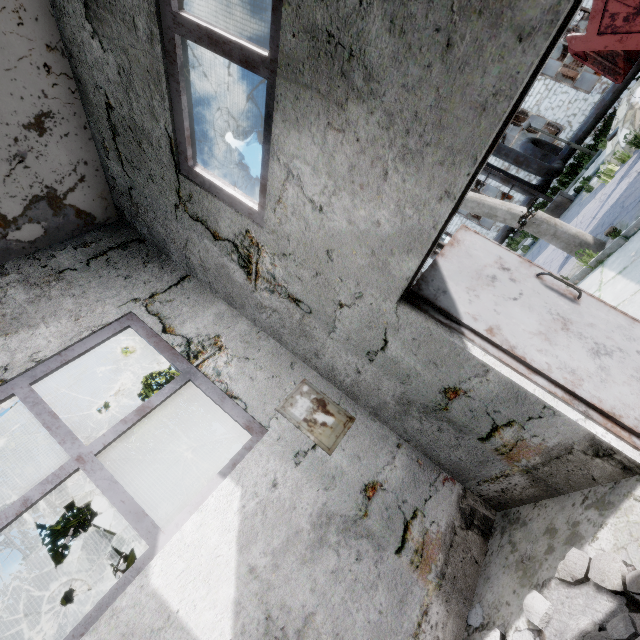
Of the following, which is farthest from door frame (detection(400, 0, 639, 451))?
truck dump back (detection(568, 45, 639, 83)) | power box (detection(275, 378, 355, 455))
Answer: truck dump back (detection(568, 45, 639, 83))

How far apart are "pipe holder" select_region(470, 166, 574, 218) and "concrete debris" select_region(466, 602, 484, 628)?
14.36m

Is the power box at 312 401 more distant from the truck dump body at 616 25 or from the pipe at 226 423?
the truck dump body at 616 25

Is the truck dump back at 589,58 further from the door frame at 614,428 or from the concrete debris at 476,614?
the concrete debris at 476,614

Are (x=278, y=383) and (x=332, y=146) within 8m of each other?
yes

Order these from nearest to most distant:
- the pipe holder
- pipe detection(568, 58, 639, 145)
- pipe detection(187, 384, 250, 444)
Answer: pipe detection(187, 384, 250, 444), the pipe holder, pipe detection(568, 58, 639, 145)

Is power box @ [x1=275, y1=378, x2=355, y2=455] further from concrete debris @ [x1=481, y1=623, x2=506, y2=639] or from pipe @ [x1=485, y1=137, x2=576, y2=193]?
concrete debris @ [x1=481, y1=623, x2=506, y2=639]

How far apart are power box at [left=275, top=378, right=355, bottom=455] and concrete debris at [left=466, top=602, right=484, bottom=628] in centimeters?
187cm
